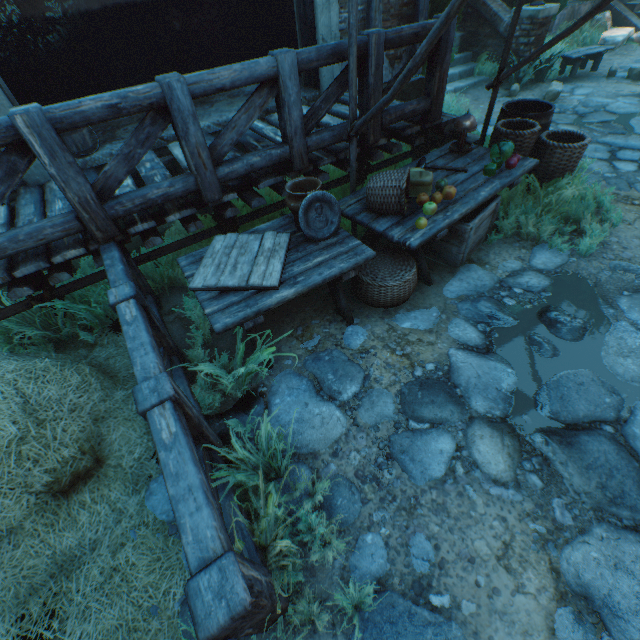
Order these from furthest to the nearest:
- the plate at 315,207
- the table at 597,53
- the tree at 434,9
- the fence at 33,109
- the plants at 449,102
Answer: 1. the table at 597,53
2. the plants at 449,102
3. the tree at 434,9
4. the plate at 315,207
5. the fence at 33,109

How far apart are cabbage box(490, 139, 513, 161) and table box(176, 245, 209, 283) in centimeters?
204cm

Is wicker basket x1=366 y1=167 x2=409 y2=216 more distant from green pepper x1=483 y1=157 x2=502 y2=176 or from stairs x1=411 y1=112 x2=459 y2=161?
stairs x1=411 y1=112 x2=459 y2=161

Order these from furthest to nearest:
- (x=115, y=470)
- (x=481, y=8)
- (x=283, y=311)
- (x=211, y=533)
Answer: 1. (x=481, y=8)
2. (x=283, y=311)
3. (x=115, y=470)
4. (x=211, y=533)

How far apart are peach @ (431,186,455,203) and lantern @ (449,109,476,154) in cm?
106

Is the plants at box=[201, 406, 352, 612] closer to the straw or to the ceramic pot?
the straw

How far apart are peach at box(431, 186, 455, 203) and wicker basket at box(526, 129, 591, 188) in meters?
1.4 m

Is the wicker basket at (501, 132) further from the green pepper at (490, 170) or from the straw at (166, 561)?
the straw at (166, 561)
